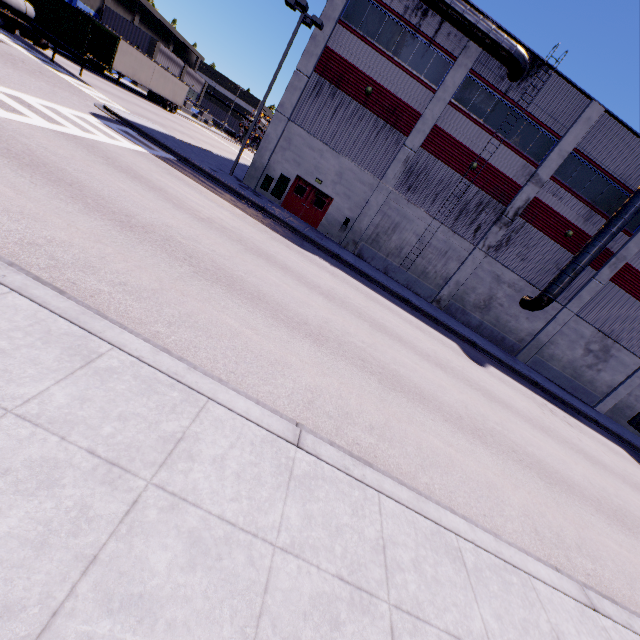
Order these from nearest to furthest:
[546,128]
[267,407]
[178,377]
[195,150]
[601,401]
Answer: [178,377], [267,407], [546,128], [195,150], [601,401]

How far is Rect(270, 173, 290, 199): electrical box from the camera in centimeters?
2167cm

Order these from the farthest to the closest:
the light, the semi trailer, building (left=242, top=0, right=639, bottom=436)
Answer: the semi trailer
building (left=242, top=0, right=639, bottom=436)
the light

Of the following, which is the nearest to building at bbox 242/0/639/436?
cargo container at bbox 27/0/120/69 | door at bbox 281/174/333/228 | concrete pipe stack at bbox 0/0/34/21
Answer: door at bbox 281/174/333/228

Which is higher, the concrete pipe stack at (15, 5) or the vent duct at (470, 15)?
the vent duct at (470, 15)

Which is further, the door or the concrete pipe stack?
the door

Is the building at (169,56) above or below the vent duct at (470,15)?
below

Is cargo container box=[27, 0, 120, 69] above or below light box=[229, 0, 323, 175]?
below
